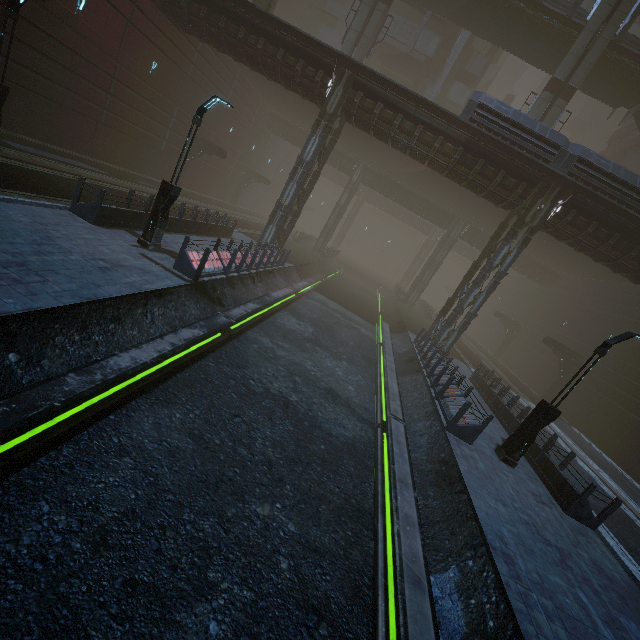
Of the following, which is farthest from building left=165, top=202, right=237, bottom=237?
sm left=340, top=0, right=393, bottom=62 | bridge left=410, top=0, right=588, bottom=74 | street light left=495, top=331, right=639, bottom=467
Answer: sm left=340, top=0, right=393, bottom=62

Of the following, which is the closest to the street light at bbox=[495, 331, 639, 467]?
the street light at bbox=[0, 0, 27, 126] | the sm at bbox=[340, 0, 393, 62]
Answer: the street light at bbox=[0, 0, 27, 126]

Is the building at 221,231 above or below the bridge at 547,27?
below

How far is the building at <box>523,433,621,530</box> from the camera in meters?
9.7 m

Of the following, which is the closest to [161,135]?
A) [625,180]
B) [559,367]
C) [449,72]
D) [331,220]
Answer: [331,220]

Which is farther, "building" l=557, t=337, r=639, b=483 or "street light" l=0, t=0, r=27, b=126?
"building" l=557, t=337, r=639, b=483

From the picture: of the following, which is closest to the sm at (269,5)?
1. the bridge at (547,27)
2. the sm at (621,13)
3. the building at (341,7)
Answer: the bridge at (547,27)

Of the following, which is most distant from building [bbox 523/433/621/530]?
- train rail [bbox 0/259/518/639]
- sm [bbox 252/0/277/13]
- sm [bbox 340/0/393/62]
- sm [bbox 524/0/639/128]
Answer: sm [bbox 524/0/639/128]
